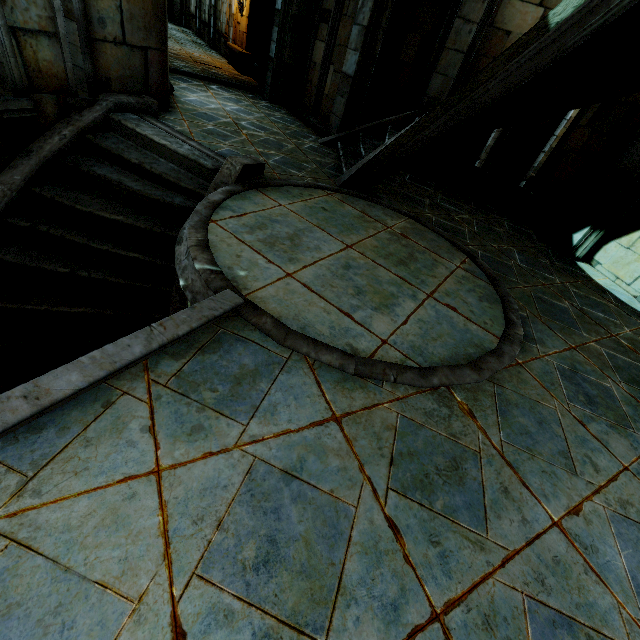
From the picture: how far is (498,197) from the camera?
6.4m

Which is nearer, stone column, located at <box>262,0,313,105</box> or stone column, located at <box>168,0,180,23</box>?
stone column, located at <box>262,0,313,105</box>

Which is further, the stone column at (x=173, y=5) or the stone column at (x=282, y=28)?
the stone column at (x=173, y=5)
